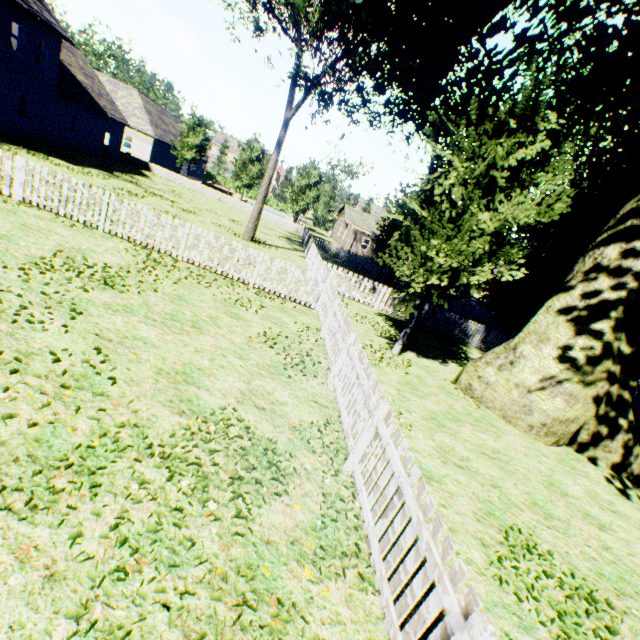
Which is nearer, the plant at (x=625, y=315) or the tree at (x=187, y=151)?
the plant at (x=625, y=315)

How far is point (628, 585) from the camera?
5.0 meters

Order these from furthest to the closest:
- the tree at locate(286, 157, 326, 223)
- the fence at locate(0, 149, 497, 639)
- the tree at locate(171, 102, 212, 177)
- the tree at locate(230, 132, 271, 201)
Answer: the tree at locate(286, 157, 326, 223) → the tree at locate(230, 132, 271, 201) → the tree at locate(171, 102, 212, 177) → the fence at locate(0, 149, 497, 639)

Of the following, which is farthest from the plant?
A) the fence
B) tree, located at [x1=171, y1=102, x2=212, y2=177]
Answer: tree, located at [x1=171, y1=102, x2=212, y2=177]

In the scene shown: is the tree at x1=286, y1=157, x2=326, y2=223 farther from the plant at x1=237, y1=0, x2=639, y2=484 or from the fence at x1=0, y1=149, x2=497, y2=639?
the plant at x1=237, y1=0, x2=639, y2=484

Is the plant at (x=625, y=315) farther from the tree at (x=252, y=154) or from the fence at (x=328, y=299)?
the tree at (x=252, y=154)

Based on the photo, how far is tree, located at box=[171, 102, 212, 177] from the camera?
34.56m
